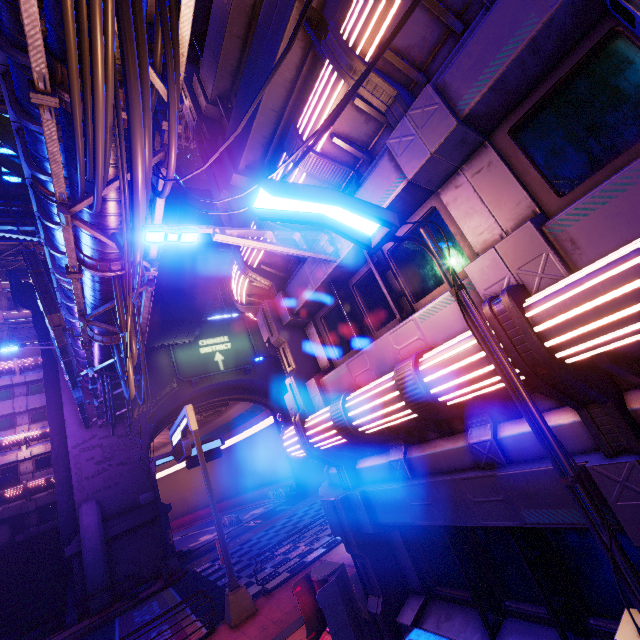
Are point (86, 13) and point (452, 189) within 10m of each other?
yes

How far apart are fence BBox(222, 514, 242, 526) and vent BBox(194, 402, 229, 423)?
9.94m

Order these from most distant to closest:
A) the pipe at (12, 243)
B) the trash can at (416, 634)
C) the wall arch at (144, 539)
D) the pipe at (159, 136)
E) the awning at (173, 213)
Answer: the pipe at (12, 243)
the wall arch at (144, 539)
the awning at (173, 213)
the pipe at (159, 136)
the trash can at (416, 634)

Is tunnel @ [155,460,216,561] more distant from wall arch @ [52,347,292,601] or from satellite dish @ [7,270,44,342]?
satellite dish @ [7,270,44,342]

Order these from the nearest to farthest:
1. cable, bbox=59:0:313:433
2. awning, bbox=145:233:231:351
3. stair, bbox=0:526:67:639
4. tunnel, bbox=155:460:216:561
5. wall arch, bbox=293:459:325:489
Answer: cable, bbox=59:0:313:433 < awning, bbox=145:233:231:351 < stair, bbox=0:526:67:639 < wall arch, bbox=293:459:325:489 < tunnel, bbox=155:460:216:561

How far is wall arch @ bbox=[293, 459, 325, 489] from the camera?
29.7 meters

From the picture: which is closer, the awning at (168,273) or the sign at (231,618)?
the sign at (231,618)
